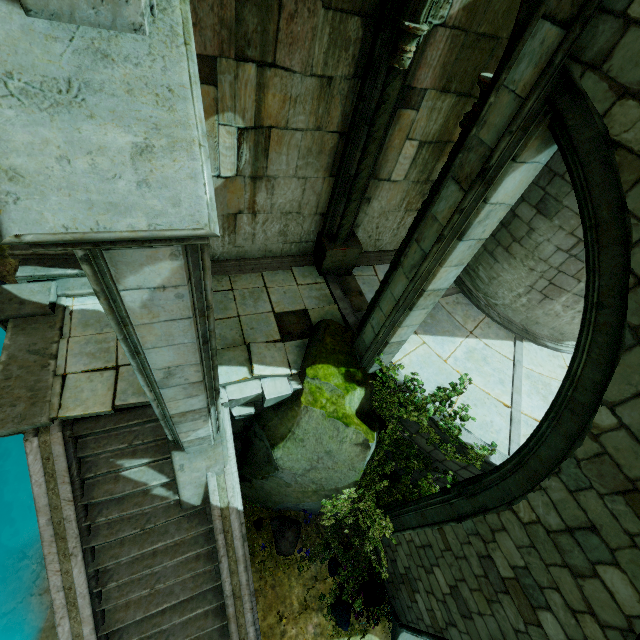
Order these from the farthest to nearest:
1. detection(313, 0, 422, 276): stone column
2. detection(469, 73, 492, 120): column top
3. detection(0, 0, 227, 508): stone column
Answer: detection(313, 0, 422, 276): stone column, detection(469, 73, 492, 120): column top, detection(0, 0, 227, 508): stone column

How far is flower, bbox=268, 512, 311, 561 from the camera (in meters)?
7.53

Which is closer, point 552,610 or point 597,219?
point 597,219

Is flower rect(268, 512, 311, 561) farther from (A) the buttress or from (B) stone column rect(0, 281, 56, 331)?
(B) stone column rect(0, 281, 56, 331)

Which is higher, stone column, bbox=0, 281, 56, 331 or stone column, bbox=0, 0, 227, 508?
stone column, bbox=0, 0, 227, 508

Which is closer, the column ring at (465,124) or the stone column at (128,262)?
the stone column at (128,262)

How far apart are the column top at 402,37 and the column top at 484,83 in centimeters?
168cm

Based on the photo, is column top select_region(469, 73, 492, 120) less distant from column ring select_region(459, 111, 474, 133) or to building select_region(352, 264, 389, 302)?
column ring select_region(459, 111, 474, 133)
